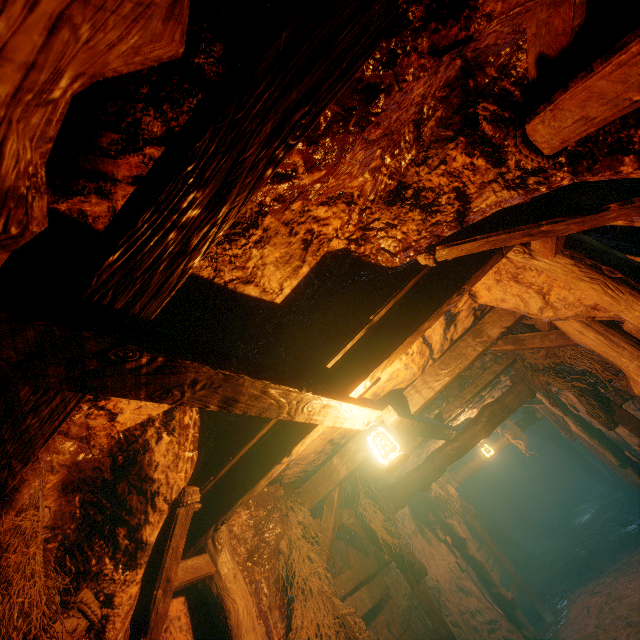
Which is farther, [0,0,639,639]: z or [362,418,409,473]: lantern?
[362,418,409,473]: lantern

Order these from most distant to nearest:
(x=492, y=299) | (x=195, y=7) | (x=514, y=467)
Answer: (x=514, y=467) < (x=492, y=299) < (x=195, y=7)

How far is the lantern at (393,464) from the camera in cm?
270

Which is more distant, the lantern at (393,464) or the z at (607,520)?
the lantern at (393,464)

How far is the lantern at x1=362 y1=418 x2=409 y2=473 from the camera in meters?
2.7 m
